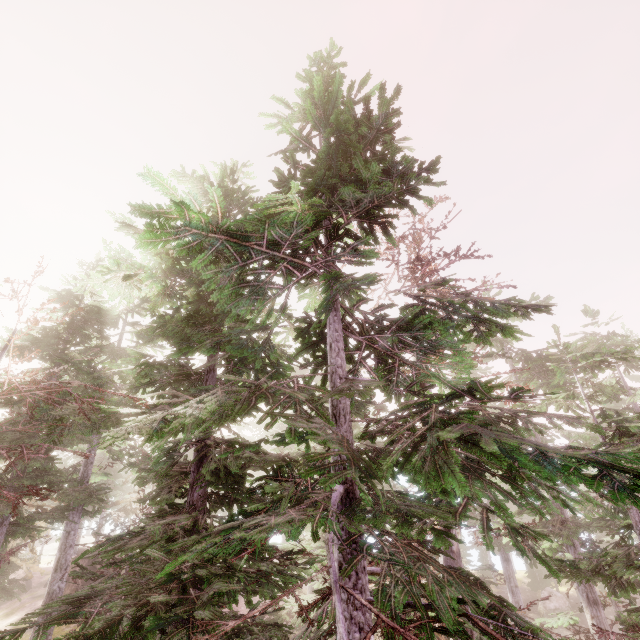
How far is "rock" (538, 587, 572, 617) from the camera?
29.1m

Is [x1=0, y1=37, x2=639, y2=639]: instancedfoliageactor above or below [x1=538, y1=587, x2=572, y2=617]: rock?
above

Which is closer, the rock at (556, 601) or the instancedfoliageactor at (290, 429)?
the instancedfoliageactor at (290, 429)

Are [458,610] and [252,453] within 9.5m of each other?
yes

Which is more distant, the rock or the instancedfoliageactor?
the rock

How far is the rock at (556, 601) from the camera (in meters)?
29.08
